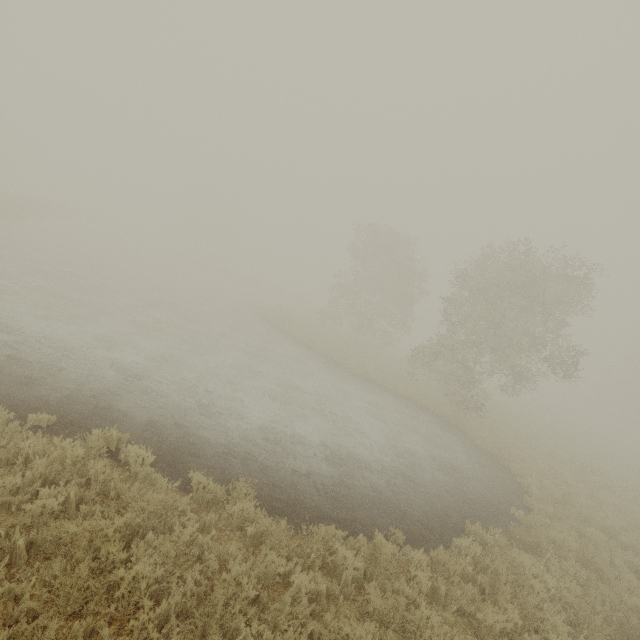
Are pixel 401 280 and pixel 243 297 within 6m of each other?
no

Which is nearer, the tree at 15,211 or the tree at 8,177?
the tree at 15,211

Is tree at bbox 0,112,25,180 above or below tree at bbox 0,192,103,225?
above

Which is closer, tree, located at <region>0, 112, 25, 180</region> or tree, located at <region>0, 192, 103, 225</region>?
tree, located at <region>0, 192, 103, 225</region>

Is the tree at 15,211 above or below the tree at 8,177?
below
